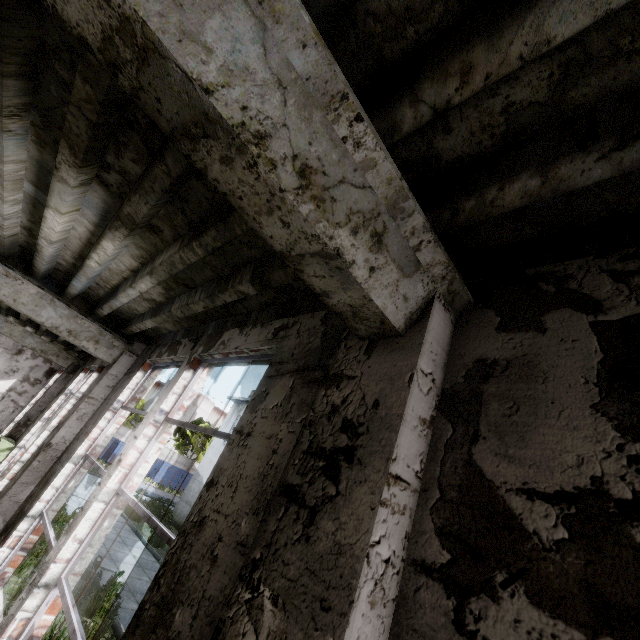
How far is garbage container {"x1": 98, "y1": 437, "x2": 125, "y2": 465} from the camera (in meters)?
31.83

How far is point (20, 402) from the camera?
13.62m

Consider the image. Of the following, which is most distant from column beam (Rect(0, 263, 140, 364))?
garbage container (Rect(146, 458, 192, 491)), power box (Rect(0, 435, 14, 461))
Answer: garbage container (Rect(146, 458, 192, 491))

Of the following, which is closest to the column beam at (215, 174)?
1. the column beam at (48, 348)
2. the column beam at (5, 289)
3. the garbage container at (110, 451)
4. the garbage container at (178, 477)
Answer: the column beam at (5, 289)

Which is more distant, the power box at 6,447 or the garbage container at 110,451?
the garbage container at 110,451

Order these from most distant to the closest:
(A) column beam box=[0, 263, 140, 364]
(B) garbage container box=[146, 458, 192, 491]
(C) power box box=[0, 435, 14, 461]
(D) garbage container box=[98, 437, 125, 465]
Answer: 1. (B) garbage container box=[146, 458, 192, 491]
2. (D) garbage container box=[98, 437, 125, 465]
3. (C) power box box=[0, 435, 14, 461]
4. (A) column beam box=[0, 263, 140, 364]

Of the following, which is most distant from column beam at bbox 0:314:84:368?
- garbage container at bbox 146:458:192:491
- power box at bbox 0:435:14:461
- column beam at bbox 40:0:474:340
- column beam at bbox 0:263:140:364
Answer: garbage container at bbox 146:458:192:491

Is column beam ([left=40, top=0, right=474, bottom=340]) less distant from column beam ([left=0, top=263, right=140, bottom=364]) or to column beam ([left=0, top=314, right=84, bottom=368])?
column beam ([left=0, top=263, right=140, bottom=364])
